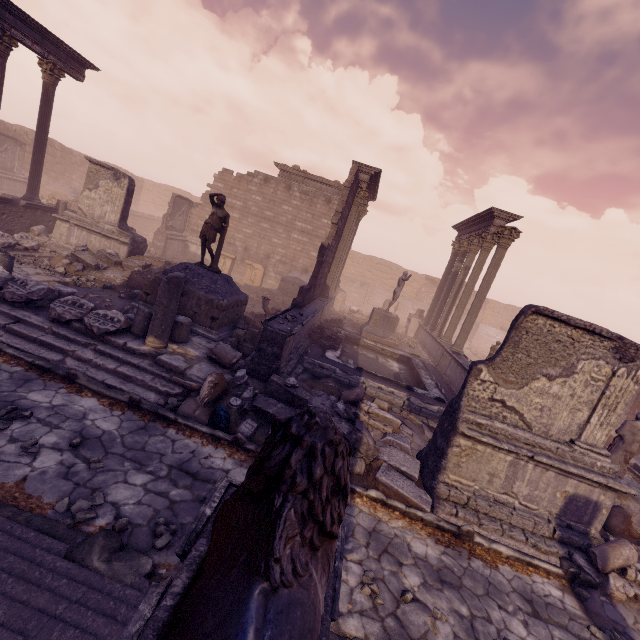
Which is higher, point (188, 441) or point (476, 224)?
point (476, 224)

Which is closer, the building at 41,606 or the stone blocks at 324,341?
the building at 41,606

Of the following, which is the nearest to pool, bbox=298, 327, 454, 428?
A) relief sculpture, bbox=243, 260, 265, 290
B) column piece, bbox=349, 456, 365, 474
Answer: column piece, bbox=349, 456, 365, 474

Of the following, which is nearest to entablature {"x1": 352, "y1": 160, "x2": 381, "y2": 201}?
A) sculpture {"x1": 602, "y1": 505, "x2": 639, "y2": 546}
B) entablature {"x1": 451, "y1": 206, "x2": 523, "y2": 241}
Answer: entablature {"x1": 451, "y1": 206, "x2": 523, "y2": 241}

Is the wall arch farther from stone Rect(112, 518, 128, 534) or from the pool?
stone Rect(112, 518, 128, 534)

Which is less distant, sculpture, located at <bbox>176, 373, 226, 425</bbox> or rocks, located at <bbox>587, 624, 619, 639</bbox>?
rocks, located at <bbox>587, 624, 619, 639</bbox>

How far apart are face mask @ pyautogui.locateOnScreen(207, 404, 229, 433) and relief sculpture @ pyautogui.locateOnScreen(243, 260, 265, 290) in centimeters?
1539cm

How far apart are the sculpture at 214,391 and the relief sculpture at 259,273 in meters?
14.8
